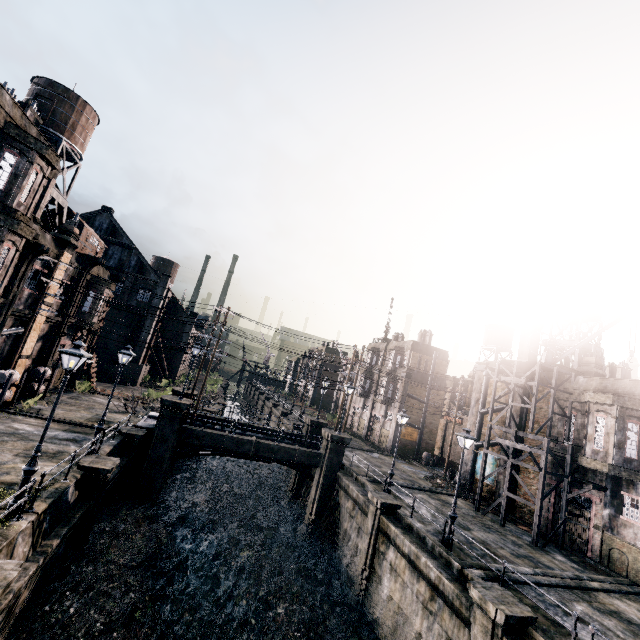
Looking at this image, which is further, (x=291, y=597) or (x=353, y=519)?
(x=353, y=519)

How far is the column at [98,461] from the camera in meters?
14.6 m

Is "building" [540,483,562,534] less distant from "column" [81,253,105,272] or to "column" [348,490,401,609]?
"column" [348,490,401,609]

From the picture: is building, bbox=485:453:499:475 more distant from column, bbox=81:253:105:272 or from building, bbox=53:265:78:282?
column, bbox=81:253:105:272

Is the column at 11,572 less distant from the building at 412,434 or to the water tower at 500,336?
the building at 412,434

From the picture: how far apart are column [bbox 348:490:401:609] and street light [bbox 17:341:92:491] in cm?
1624

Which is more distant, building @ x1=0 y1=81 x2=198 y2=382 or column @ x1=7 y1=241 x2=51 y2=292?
column @ x1=7 y1=241 x2=51 y2=292

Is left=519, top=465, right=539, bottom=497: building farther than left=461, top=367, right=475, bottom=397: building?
No
